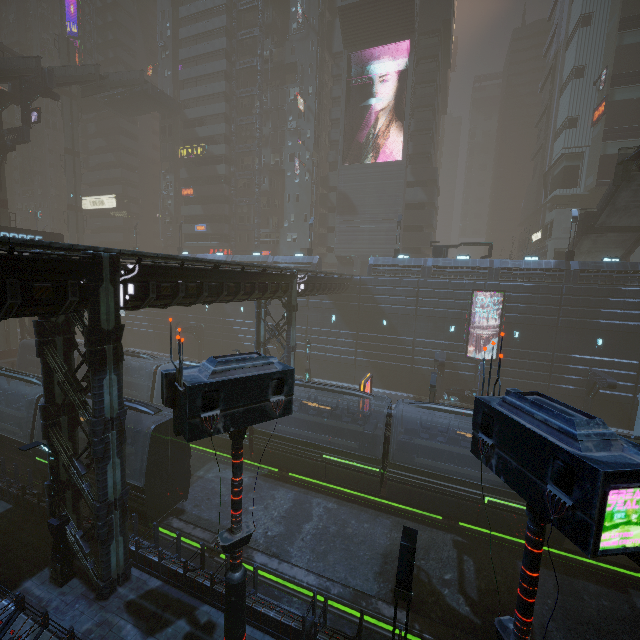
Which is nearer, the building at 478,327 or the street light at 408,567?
the street light at 408,567

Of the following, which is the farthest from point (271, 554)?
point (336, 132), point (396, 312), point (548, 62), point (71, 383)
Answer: point (548, 62)

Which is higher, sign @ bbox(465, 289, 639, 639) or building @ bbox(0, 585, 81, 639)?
sign @ bbox(465, 289, 639, 639)

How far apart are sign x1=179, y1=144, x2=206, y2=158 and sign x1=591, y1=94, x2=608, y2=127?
53.0m

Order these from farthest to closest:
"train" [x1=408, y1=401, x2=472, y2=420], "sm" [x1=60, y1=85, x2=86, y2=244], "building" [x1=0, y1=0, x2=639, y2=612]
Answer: "sm" [x1=60, y1=85, x2=86, y2=244], "train" [x1=408, y1=401, x2=472, y2=420], "building" [x1=0, y1=0, x2=639, y2=612]

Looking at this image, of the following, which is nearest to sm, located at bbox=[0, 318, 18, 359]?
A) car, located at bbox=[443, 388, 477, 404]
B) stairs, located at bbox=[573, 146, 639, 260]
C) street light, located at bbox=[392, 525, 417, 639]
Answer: stairs, located at bbox=[573, 146, 639, 260]

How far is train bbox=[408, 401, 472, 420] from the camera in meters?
16.2 m

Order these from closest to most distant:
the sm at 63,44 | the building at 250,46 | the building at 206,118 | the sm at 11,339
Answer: the building at 206,118, the sm at 11,339, the building at 250,46, the sm at 63,44
